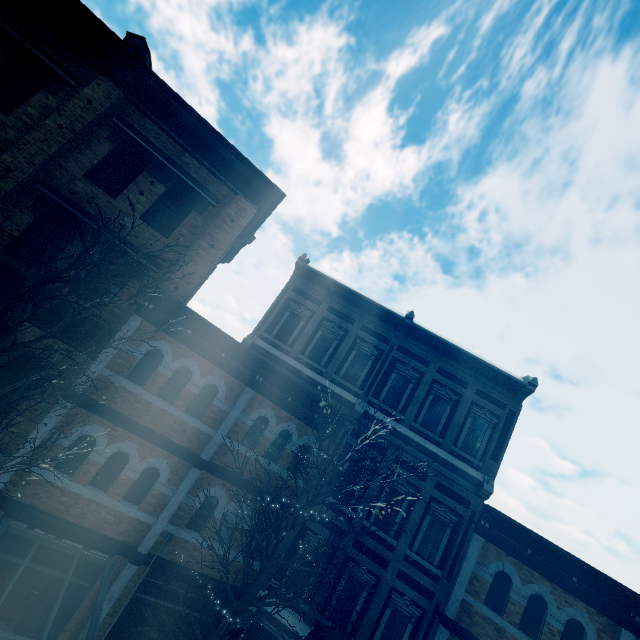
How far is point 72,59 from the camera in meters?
9.5

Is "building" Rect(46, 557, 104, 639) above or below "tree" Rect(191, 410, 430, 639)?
below

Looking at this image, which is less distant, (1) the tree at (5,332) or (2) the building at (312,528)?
(1) the tree at (5,332)

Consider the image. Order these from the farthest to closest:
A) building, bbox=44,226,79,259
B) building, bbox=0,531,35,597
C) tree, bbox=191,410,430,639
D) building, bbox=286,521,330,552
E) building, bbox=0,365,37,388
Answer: building, bbox=286,521,330,552, building, bbox=44,226,79,259, building, bbox=0,365,37,388, building, bbox=0,531,35,597, tree, bbox=191,410,430,639

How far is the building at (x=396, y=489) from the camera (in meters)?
11.06

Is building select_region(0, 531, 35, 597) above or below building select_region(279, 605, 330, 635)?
below

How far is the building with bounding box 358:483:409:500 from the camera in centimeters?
1106cm
